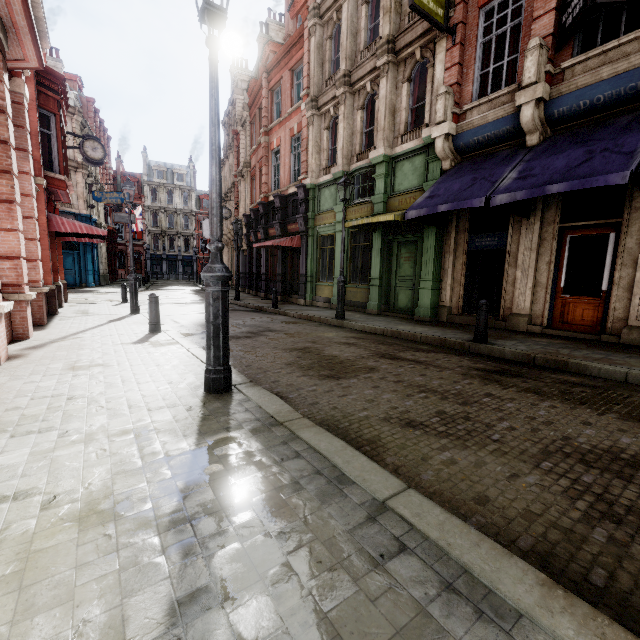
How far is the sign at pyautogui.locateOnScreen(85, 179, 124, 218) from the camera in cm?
2617

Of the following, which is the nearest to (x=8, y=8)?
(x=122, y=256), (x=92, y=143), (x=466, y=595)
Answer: (x=466, y=595)

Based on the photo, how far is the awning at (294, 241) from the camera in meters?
16.6 m

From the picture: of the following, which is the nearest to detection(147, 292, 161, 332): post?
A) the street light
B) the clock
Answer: the street light

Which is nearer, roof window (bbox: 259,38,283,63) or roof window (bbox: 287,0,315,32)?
roof window (bbox: 287,0,315,32)

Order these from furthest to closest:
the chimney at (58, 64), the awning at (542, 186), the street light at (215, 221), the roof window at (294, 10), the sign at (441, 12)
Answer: the chimney at (58, 64) → the roof window at (294, 10) → the sign at (441, 12) → the awning at (542, 186) → the street light at (215, 221)

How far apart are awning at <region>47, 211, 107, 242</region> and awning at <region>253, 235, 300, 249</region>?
7.02m

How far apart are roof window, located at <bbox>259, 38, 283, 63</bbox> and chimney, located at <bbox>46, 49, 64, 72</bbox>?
20.49m
